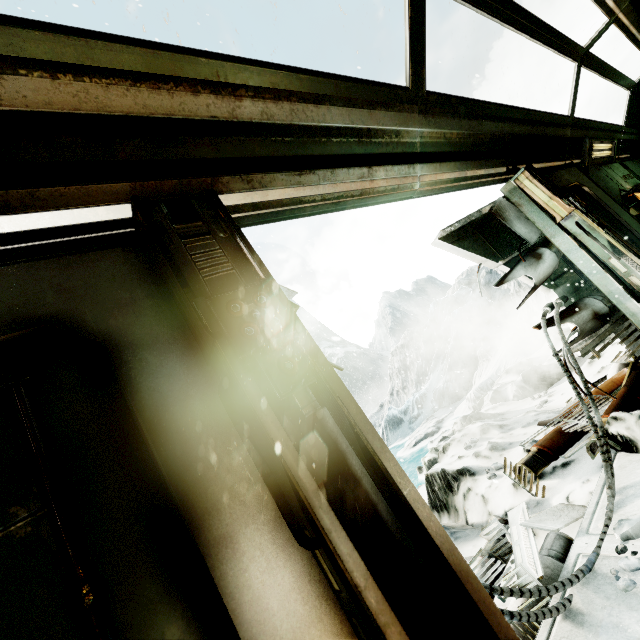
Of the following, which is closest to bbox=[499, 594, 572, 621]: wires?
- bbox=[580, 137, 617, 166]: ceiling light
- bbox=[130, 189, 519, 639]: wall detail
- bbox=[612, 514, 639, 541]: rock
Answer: bbox=[612, 514, 639, 541]: rock

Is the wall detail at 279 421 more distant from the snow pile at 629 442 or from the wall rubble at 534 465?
the wall rubble at 534 465

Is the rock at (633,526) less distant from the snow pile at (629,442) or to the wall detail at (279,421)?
the snow pile at (629,442)

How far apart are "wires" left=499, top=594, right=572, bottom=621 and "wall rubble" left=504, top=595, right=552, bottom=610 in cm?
13

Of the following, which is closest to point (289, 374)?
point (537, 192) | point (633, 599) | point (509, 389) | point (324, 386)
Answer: point (324, 386)

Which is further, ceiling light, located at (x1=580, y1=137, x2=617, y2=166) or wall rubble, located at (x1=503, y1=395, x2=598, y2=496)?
ceiling light, located at (x1=580, y1=137, x2=617, y2=166)

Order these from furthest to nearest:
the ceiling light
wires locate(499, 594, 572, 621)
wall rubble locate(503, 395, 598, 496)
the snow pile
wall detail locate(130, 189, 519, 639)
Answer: the ceiling light < wall rubble locate(503, 395, 598, 496) < the snow pile < wires locate(499, 594, 572, 621) < wall detail locate(130, 189, 519, 639)
